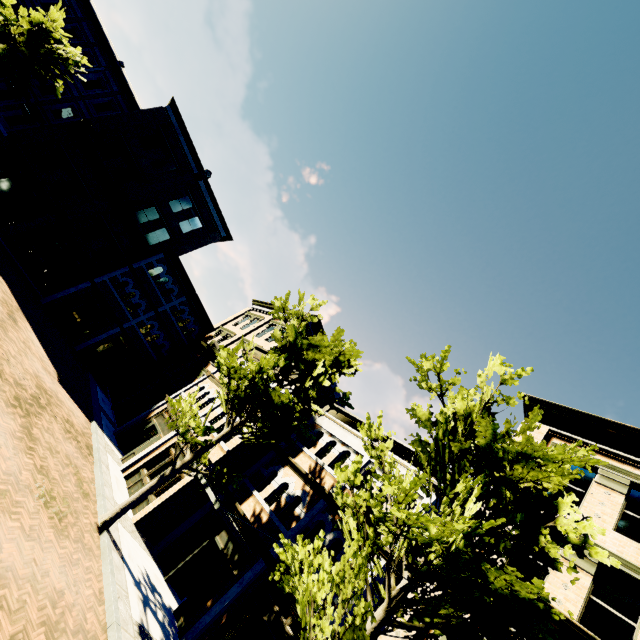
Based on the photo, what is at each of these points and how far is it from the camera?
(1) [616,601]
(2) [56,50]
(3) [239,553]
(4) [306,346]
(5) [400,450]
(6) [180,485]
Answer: (1) building, 8.2 meters
(2) tree, 19.4 meters
(3) building, 11.9 meters
(4) tree, 12.3 meters
(5) building, 13.5 meters
(6) building, 13.3 meters

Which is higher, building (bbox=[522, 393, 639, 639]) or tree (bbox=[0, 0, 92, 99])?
building (bbox=[522, 393, 639, 639])

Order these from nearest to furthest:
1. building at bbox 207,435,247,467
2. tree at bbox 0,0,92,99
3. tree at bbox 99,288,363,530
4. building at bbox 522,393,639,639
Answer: building at bbox 522,393,639,639, tree at bbox 99,288,363,530, building at bbox 207,435,247,467, tree at bbox 0,0,92,99

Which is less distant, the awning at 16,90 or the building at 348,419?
the building at 348,419

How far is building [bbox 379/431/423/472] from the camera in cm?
1268

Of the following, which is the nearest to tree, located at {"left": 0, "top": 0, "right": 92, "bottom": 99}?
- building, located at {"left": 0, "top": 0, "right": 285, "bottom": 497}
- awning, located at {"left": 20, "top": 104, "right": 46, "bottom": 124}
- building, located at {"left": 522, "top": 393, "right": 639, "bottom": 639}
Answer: building, located at {"left": 522, "top": 393, "right": 639, "bottom": 639}

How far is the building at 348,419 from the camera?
15.36m

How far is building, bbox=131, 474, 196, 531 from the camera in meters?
12.6
